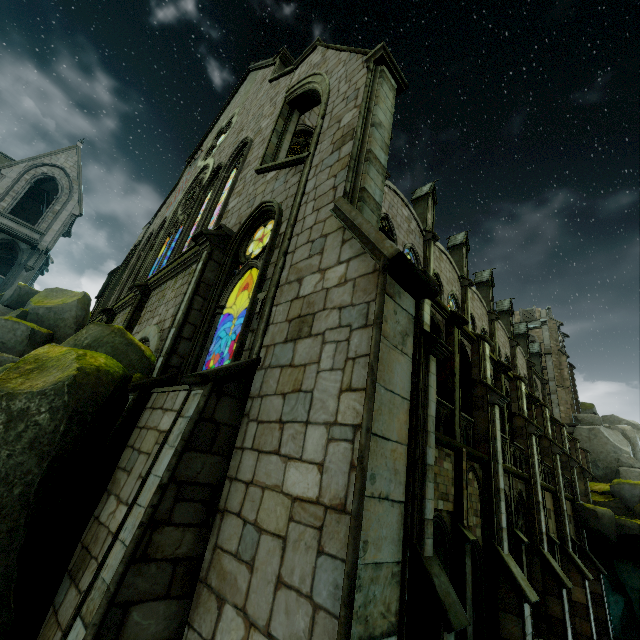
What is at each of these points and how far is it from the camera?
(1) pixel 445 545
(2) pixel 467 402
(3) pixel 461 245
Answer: (1) archway, 9.89m
(2) archway, 14.43m
(3) merlon, 25.81m

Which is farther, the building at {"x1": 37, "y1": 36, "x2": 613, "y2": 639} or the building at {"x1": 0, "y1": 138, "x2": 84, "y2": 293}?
the building at {"x1": 0, "y1": 138, "x2": 84, "y2": 293}

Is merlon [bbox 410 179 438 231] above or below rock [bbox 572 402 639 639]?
above

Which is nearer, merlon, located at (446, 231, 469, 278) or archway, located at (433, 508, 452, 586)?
archway, located at (433, 508, 452, 586)

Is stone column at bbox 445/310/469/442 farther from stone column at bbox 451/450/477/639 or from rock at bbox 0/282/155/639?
rock at bbox 0/282/155/639

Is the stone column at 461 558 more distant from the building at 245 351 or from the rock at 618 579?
the rock at 618 579

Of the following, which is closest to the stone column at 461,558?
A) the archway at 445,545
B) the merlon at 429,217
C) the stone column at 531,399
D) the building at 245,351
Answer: the archway at 445,545

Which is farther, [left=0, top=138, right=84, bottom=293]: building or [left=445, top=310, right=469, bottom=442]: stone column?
[left=0, top=138, right=84, bottom=293]: building
